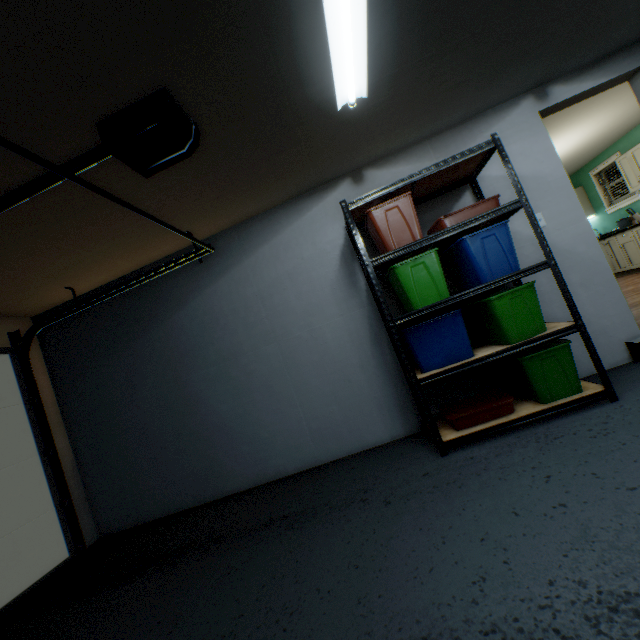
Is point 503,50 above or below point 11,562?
above

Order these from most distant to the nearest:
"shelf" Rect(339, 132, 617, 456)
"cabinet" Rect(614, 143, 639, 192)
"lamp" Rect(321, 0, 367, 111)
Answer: "cabinet" Rect(614, 143, 639, 192) → "shelf" Rect(339, 132, 617, 456) → "lamp" Rect(321, 0, 367, 111)

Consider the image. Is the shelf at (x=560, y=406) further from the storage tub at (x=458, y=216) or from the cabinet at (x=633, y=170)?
the cabinet at (x=633, y=170)

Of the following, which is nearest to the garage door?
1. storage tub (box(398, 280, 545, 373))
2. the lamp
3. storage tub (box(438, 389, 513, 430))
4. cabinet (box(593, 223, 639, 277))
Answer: the lamp

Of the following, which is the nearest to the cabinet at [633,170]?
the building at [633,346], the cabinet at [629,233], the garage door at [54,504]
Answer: the cabinet at [629,233]

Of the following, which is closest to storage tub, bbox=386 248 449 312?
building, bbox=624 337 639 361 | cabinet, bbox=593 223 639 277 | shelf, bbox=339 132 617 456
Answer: shelf, bbox=339 132 617 456

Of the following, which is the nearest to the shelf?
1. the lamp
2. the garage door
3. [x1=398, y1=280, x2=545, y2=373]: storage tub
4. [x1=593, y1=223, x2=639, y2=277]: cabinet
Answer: [x1=398, y1=280, x2=545, y2=373]: storage tub

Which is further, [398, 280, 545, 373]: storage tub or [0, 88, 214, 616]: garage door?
[398, 280, 545, 373]: storage tub
